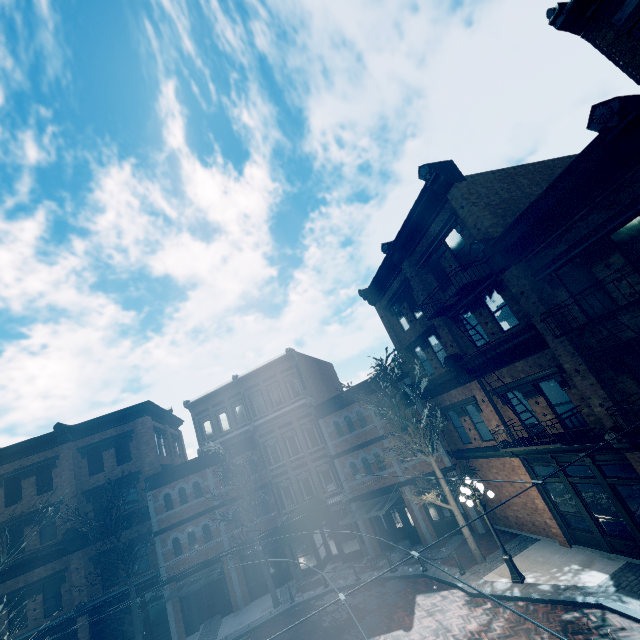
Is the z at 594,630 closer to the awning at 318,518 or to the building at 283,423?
the building at 283,423

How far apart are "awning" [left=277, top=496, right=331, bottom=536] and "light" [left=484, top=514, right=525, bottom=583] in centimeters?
927cm

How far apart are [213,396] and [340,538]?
13.9 meters

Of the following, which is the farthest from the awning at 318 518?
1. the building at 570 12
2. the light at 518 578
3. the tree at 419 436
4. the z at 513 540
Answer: the light at 518 578

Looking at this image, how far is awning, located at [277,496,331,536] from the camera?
17.89m

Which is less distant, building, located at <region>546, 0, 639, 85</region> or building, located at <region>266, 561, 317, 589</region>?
building, located at <region>546, 0, 639, 85</region>

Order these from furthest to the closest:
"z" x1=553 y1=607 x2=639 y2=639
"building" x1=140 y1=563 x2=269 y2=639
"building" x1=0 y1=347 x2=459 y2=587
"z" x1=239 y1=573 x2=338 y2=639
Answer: "building" x1=0 y1=347 x2=459 y2=587
"building" x1=140 y1=563 x2=269 y2=639
"z" x1=239 y1=573 x2=338 y2=639
"z" x1=553 y1=607 x2=639 y2=639

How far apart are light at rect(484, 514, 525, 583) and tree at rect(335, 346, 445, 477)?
1.9 meters
